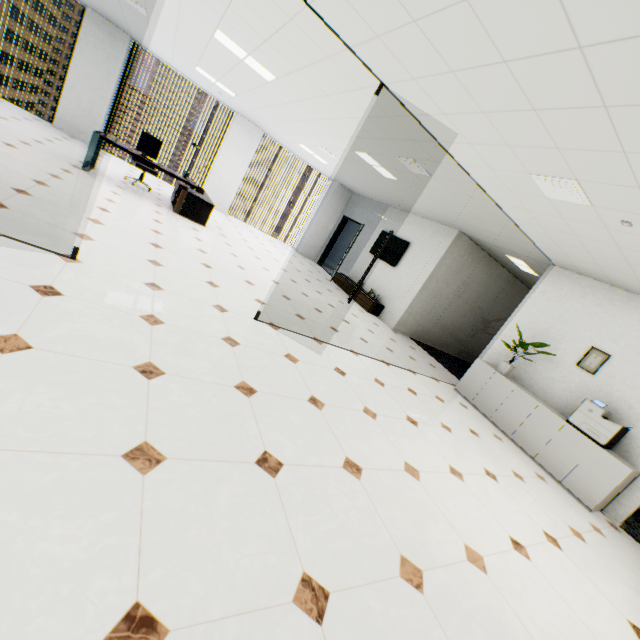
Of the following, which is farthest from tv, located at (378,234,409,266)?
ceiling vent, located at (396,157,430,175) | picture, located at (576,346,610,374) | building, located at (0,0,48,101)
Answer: building, located at (0,0,48,101)

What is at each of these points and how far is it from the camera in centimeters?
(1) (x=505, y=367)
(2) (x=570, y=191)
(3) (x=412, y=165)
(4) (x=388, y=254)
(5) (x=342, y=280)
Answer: (1) plant, 585cm
(2) ceiling vent, 328cm
(3) ceiling vent, 530cm
(4) tv, 961cm
(5) cupboard, 1042cm

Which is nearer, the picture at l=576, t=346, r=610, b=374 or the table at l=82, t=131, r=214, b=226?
the picture at l=576, t=346, r=610, b=374

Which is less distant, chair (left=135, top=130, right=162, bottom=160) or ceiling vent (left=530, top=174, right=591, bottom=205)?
ceiling vent (left=530, top=174, right=591, bottom=205)

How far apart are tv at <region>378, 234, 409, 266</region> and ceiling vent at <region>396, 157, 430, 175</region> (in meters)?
3.59

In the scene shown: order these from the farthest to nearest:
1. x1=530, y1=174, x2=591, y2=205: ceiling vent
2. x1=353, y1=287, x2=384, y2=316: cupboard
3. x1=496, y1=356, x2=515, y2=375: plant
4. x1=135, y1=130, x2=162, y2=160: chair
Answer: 1. x1=353, y1=287, x2=384, y2=316: cupboard
2. x1=135, y1=130, x2=162, y2=160: chair
3. x1=496, y1=356, x2=515, y2=375: plant
4. x1=530, y1=174, x2=591, y2=205: ceiling vent

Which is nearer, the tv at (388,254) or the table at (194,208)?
the table at (194,208)

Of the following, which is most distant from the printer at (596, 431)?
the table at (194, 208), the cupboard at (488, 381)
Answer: the table at (194, 208)
